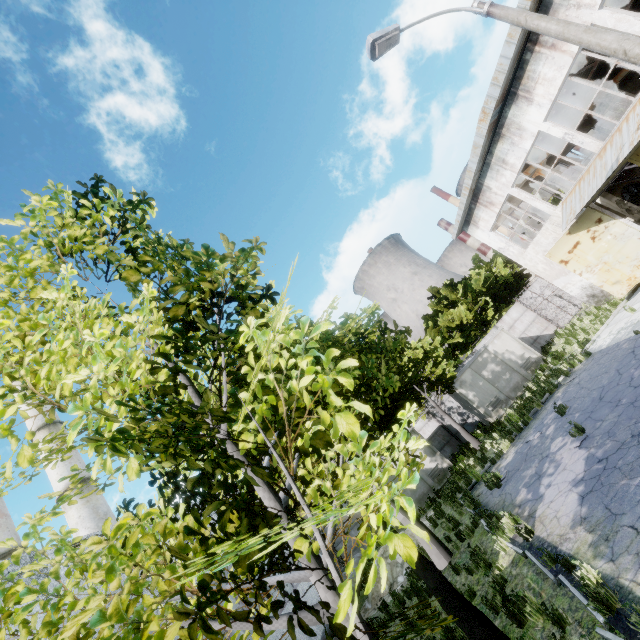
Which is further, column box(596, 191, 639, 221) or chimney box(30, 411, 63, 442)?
chimney box(30, 411, 63, 442)

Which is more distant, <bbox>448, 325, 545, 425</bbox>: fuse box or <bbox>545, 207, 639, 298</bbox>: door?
<bbox>448, 325, 545, 425</bbox>: fuse box

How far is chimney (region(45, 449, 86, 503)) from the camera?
24.3 meters

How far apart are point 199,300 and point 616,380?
13.22m

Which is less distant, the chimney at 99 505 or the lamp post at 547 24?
the lamp post at 547 24

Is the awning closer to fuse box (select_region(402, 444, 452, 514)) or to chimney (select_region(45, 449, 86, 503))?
fuse box (select_region(402, 444, 452, 514))

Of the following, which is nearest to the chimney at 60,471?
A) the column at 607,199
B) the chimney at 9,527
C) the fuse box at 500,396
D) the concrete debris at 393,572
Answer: the chimney at 9,527

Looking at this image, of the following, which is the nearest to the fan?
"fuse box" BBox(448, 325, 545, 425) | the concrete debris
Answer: "fuse box" BBox(448, 325, 545, 425)
